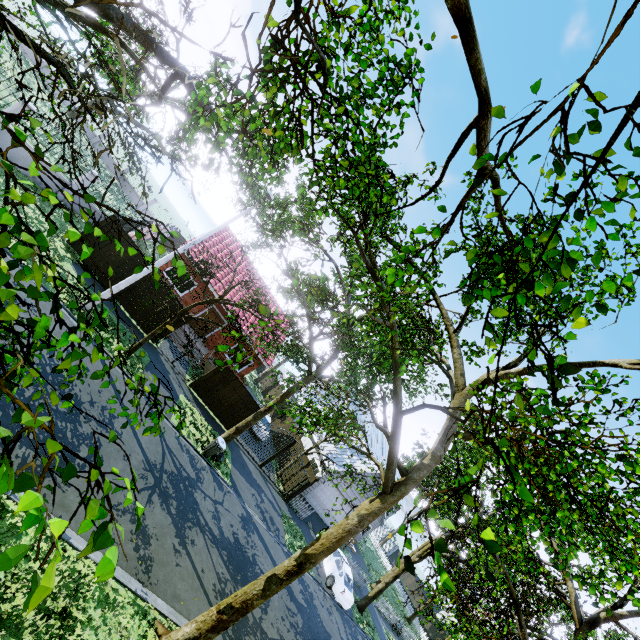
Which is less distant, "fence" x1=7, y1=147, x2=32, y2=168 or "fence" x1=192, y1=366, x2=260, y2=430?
"fence" x1=7, y1=147, x2=32, y2=168

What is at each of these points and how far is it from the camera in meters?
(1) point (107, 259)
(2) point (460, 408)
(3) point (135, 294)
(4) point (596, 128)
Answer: (1) fence, 15.6 m
(2) tree, 7.4 m
(3) fence, 16.2 m
(4) tree, 2.8 m

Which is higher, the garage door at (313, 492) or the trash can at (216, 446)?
the garage door at (313, 492)

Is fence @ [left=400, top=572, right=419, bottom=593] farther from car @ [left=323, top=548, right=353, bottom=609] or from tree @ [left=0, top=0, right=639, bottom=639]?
car @ [left=323, top=548, right=353, bottom=609]

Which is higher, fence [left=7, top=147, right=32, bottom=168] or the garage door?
the garage door

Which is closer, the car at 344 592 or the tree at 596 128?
the tree at 596 128

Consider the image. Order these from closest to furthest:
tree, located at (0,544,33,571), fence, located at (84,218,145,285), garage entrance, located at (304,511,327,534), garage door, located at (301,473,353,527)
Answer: tree, located at (0,544,33,571) → fence, located at (84,218,145,285) → garage entrance, located at (304,511,327,534) → garage door, located at (301,473,353,527)

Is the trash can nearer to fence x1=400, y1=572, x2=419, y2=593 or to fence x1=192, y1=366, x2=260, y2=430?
fence x1=192, y1=366, x2=260, y2=430
